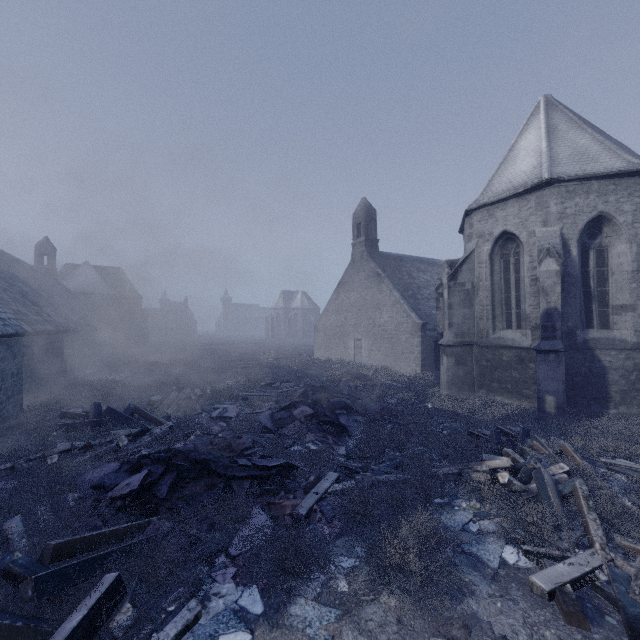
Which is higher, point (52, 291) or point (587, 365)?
point (52, 291)

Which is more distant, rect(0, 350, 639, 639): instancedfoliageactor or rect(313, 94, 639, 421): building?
rect(313, 94, 639, 421): building

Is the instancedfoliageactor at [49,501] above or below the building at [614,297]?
below

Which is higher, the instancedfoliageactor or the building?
the building

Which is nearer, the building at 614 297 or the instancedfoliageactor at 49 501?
the instancedfoliageactor at 49 501
